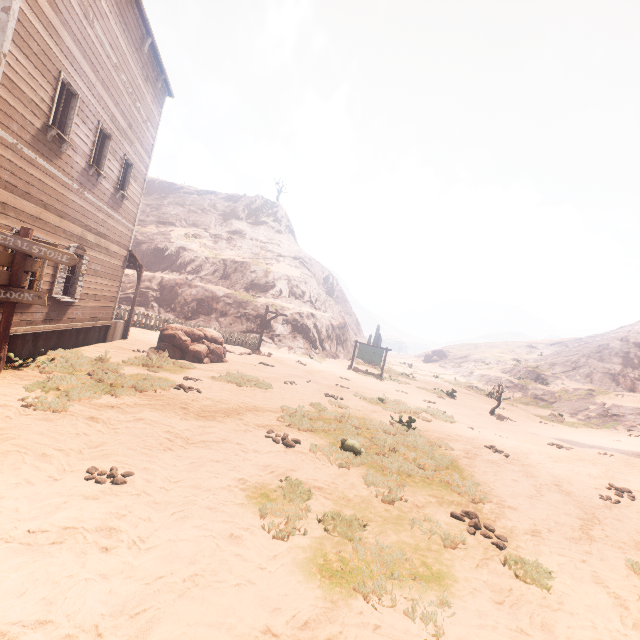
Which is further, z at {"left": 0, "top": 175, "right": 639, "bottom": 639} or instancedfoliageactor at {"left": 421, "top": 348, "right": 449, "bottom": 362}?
instancedfoliageactor at {"left": 421, "top": 348, "right": 449, "bottom": 362}

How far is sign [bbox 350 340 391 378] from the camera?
22.8 meters

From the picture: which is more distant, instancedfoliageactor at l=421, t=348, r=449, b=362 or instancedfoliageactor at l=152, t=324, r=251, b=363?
instancedfoliageactor at l=421, t=348, r=449, b=362

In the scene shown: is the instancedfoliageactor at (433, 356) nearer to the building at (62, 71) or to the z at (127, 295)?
the z at (127, 295)

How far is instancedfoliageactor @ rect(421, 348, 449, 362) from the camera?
51.7 meters

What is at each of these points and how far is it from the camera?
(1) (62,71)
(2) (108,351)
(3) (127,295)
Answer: (1) building, 7.45m
(2) z, 10.27m
(3) z, 22.58m

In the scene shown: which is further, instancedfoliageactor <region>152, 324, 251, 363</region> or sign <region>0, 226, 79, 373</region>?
instancedfoliageactor <region>152, 324, 251, 363</region>

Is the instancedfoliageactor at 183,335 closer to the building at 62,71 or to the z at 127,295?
the z at 127,295
